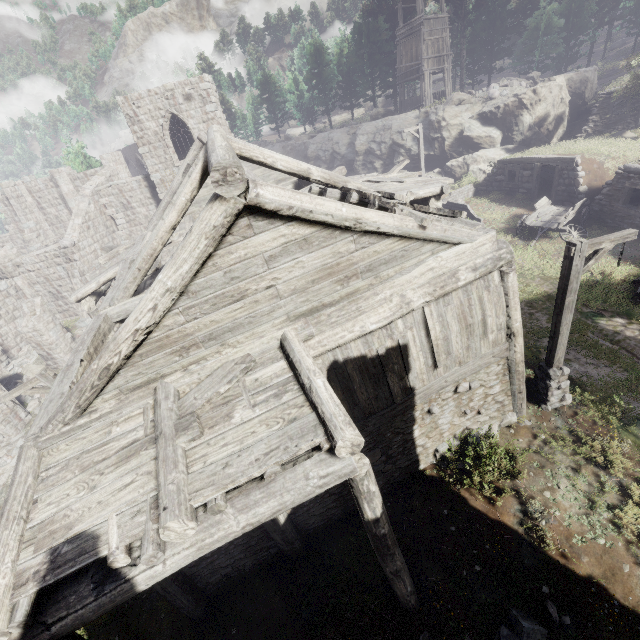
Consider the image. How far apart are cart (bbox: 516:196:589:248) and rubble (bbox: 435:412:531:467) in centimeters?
1119cm

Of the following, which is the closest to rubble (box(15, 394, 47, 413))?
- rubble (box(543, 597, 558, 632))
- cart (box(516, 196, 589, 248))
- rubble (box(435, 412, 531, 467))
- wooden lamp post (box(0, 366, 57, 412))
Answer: wooden lamp post (box(0, 366, 57, 412))

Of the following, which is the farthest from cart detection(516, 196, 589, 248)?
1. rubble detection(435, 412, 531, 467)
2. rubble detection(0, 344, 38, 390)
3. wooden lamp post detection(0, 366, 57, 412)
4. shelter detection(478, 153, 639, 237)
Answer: rubble detection(0, 344, 38, 390)

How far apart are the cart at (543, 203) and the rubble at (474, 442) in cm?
1119

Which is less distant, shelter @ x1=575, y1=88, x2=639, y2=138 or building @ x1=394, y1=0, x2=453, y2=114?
shelter @ x1=575, y1=88, x2=639, y2=138

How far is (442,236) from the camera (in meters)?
5.88

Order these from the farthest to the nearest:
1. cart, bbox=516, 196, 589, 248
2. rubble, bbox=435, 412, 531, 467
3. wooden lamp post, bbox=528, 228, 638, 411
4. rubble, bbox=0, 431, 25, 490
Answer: cart, bbox=516, 196, 589, 248, rubble, bbox=0, 431, 25, 490, rubble, bbox=435, 412, 531, 467, wooden lamp post, bbox=528, 228, 638, 411

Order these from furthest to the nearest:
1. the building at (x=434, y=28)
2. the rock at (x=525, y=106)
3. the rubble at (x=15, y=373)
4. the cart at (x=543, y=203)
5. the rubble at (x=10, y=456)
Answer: the building at (x=434, y=28), the rock at (x=525, y=106), the rubble at (x=15, y=373), the cart at (x=543, y=203), the rubble at (x=10, y=456)
